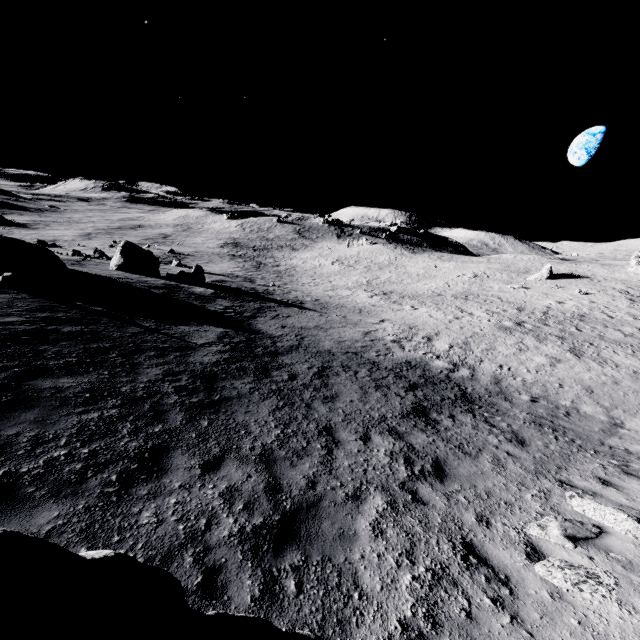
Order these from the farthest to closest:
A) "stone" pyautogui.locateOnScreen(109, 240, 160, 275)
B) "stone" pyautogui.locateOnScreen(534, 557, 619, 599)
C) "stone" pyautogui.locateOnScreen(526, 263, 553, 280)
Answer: "stone" pyautogui.locateOnScreen(526, 263, 553, 280)
"stone" pyautogui.locateOnScreen(109, 240, 160, 275)
"stone" pyautogui.locateOnScreen(534, 557, 619, 599)

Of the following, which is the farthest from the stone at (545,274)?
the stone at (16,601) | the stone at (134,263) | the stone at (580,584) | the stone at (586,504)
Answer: the stone at (16,601)

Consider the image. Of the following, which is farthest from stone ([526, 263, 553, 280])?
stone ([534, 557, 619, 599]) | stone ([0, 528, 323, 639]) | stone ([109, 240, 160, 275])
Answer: stone ([0, 528, 323, 639])

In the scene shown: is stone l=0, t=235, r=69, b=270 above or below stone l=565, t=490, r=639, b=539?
above

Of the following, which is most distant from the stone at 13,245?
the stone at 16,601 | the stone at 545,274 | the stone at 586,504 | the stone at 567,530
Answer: the stone at 545,274

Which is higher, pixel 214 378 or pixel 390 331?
pixel 214 378

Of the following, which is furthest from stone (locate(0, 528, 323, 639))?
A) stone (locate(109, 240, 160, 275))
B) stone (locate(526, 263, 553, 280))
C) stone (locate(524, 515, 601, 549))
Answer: stone (locate(526, 263, 553, 280))

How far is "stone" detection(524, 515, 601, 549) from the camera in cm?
553
